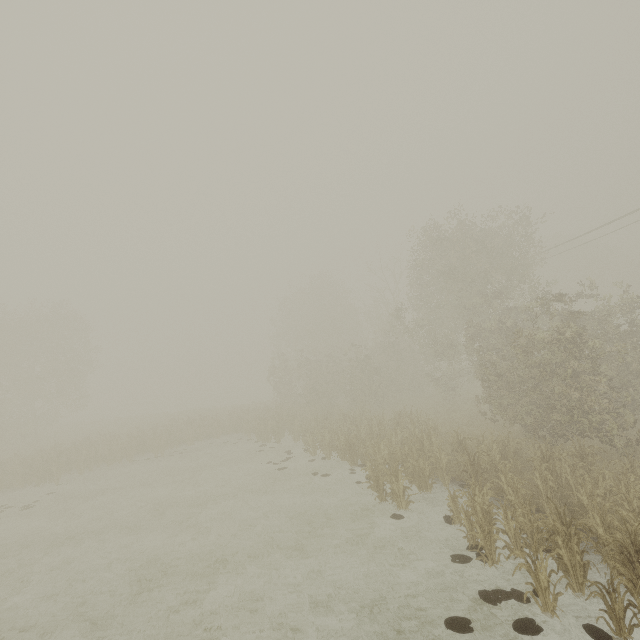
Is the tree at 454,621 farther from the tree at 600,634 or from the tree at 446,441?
the tree at 446,441

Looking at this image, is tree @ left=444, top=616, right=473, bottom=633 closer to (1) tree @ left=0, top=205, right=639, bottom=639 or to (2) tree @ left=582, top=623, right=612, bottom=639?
(2) tree @ left=582, top=623, right=612, bottom=639

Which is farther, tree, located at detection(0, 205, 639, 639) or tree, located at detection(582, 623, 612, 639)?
tree, located at detection(0, 205, 639, 639)

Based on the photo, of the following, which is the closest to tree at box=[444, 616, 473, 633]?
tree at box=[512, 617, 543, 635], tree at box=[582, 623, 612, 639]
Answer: tree at box=[512, 617, 543, 635]

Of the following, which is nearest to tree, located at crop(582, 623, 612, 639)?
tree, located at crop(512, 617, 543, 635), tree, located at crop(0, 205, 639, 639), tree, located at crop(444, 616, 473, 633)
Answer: tree, located at crop(512, 617, 543, 635)

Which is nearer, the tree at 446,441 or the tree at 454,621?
the tree at 454,621

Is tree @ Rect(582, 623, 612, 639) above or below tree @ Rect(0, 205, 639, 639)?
below

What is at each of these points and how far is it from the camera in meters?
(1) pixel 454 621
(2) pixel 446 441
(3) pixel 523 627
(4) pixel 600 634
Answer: (1) tree, 6.5
(2) tree, 16.1
(3) tree, 6.2
(4) tree, 5.9
